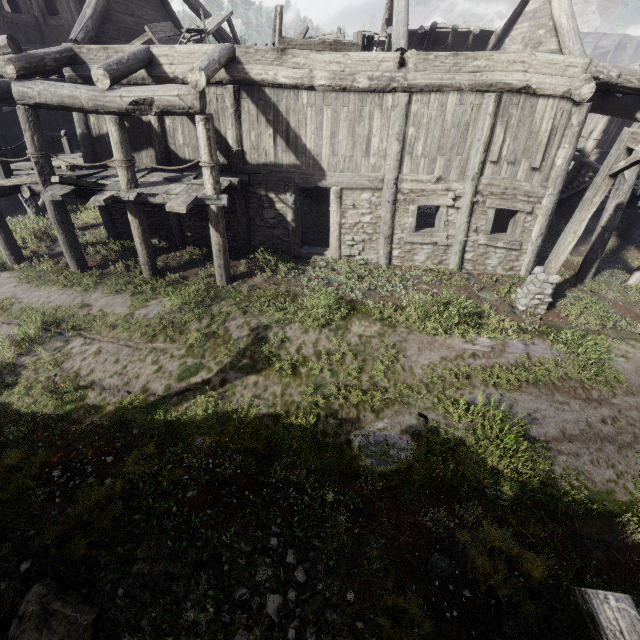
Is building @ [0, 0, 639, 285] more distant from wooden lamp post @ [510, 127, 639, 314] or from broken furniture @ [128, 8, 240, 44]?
wooden lamp post @ [510, 127, 639, 314]

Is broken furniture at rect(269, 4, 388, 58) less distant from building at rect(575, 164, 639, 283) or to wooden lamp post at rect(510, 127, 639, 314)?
building at rect(575, 164, 639, 283)

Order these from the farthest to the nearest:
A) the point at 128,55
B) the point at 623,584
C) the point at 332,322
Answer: the point at 332,322 → the point at 128,55 → the point at 623,584

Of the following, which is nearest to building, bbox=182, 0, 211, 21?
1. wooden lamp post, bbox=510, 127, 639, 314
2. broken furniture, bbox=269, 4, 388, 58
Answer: broken furniture, bbox=269, 4, 388, 58

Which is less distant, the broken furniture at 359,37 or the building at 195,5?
the broken furniture at 359,37

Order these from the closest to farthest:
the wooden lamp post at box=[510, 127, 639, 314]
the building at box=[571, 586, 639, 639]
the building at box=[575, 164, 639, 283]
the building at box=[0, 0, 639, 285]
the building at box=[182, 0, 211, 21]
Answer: the building at box=[571, 586, 639, 639] → the wooden lamp post at box=[510, 127, 639, 314] → the building at box=[0, 0, 639, 285] → the building at box=[575, 164, 639, 283] → the building at box=[182, 0, 211, 21]

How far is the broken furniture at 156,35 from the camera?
9.6 meters

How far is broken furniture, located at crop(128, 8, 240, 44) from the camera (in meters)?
9.65
